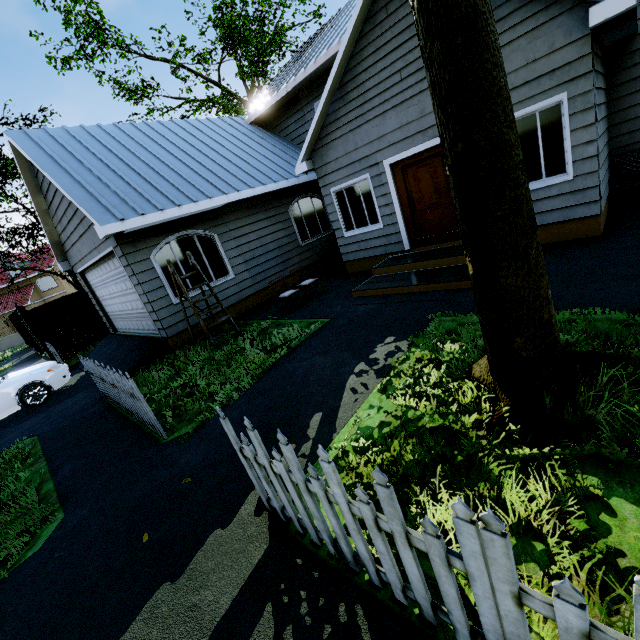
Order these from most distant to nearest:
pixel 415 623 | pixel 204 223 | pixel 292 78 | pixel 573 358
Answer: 1. pixel 292 78
2. pixel 204 223
3. pixel 573 358
4. pixel 415 623

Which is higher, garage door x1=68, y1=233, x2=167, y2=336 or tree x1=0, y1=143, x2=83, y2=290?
tree x1=0, y1=143, x2=83, y2=290

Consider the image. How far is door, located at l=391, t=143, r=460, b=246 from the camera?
7.14m

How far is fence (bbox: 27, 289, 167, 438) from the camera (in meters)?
4.88

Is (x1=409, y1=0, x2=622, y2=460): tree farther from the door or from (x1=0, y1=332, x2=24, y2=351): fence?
the door

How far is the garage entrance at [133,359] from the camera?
8.07m

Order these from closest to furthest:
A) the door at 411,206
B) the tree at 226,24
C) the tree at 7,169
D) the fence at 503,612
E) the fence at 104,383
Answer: the fence at 503,612
the fence at 104,383
the door at 411,206
the tree at 7,169
the tree at 226,24

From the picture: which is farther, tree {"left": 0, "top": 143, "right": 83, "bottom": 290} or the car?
tree {"left": 0, "top": 143, "right": 83, "bottom": 290}
